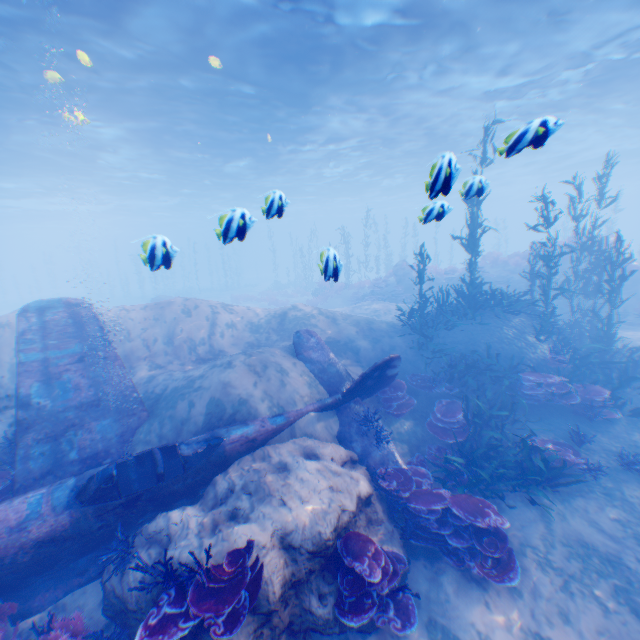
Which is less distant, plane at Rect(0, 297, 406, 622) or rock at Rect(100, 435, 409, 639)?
rock at Rect(100, 435, 409, 639)

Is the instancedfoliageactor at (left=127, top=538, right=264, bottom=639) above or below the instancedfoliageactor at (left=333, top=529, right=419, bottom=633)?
above

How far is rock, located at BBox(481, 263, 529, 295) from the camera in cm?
1973

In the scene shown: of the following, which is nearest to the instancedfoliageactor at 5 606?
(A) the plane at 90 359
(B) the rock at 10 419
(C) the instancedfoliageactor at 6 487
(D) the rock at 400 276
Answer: (A) the plane at 90 359

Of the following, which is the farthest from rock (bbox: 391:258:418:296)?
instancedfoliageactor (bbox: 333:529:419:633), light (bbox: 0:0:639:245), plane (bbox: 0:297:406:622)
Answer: instancedfoliageactor (bbox: 333:529:419:633)

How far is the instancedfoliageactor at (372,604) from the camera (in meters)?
4.71

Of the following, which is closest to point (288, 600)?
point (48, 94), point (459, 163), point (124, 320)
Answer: point (124, 320)
